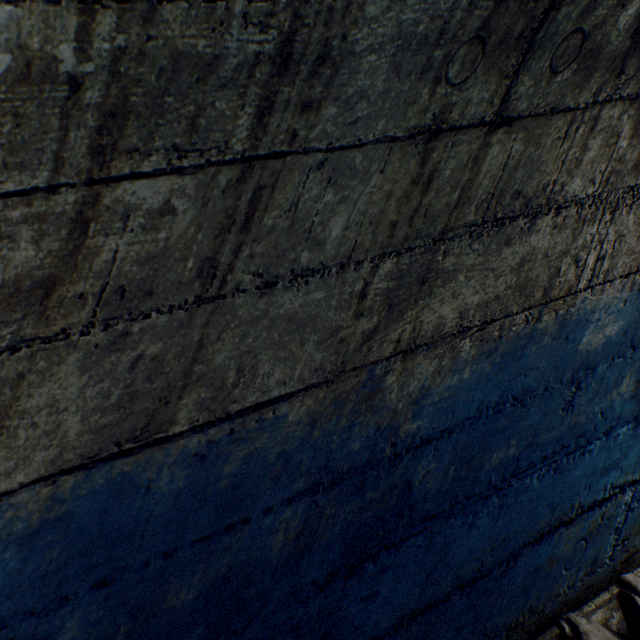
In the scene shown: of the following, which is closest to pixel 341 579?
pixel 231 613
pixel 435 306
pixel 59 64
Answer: pixel 231 613
